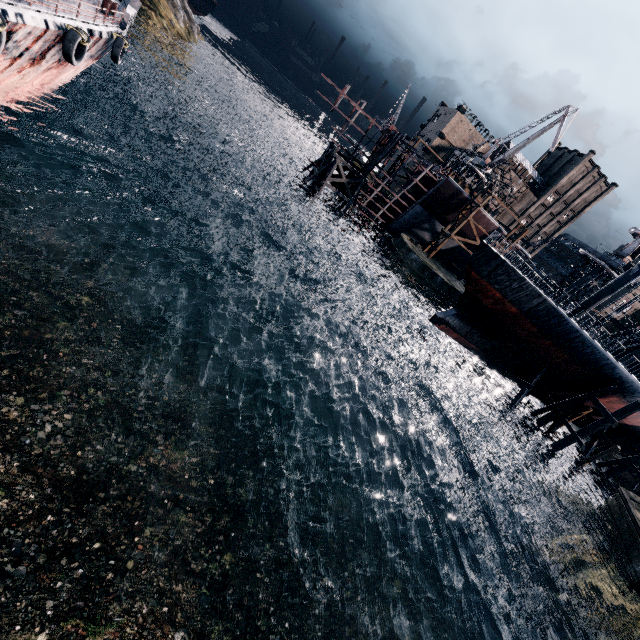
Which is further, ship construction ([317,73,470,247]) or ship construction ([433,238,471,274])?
ship construction ([433,238,471,274])

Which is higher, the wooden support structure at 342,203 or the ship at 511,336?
the ship at 511,336

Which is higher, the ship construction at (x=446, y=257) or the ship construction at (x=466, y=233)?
the ship construction at (x=466, y=233)

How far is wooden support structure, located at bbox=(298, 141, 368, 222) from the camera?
43.0 meters

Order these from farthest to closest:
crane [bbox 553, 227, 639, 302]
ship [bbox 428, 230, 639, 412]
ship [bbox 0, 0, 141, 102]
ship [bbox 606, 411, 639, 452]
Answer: crane [bbox 553, 227, 639, 302], ship [bbox 606, 411, 639, 452], ship [bbox 428, 230, 639, 412], ship [bbox 0, 0, 141, 102]

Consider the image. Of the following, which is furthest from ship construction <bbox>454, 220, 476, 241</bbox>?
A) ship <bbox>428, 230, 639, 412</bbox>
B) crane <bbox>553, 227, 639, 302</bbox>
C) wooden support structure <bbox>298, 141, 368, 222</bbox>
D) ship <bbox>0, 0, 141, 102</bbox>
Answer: ship <bbox>0, 0, 141, 102</bbox>

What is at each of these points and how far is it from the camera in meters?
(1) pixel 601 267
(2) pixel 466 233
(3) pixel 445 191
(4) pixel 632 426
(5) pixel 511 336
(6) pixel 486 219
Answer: (1) crane, 44.3
(2) ship construction, 48.0
(3) ship construction, 44.2
(4) ship, 31.9
(5) ship, 27.4
(6) ship construction, 45.9

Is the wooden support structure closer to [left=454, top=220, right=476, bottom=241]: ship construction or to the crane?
[left=454, top=220, right=476, bottom=241]: ship construction
